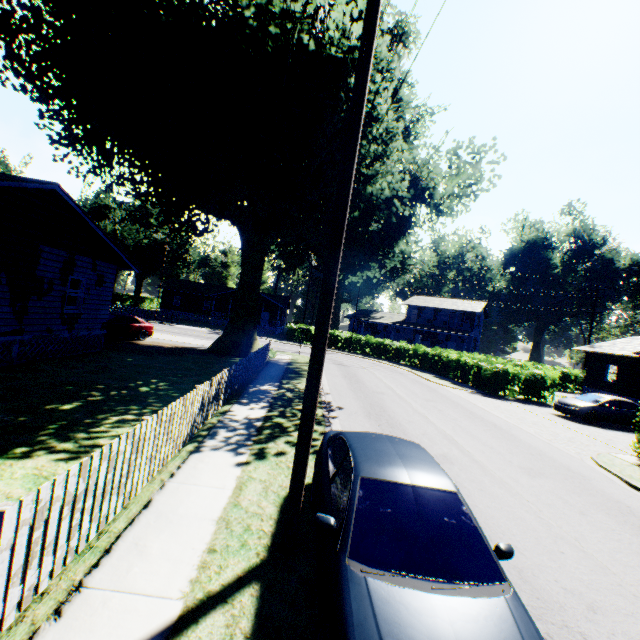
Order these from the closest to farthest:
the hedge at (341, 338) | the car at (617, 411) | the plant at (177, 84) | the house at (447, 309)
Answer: the plant at (177, 84) < the car at (617, 411) < the hedge at (341, 338) < the house at (447, 309)

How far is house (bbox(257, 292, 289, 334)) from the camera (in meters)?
49.16

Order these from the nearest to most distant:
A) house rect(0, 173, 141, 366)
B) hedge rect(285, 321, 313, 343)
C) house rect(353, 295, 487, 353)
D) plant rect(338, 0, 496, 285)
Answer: house rect(0, 173, 141, 366) → plant rect(338, 0, 496, 285) → hedge rect(285, 321, 313, 343) → house rect(353, 295, 487, 353)

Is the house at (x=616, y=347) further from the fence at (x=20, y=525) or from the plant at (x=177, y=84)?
the fence at (x=20, y=525)

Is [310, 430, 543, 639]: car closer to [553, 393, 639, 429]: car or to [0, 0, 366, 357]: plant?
[0, 0, 366, 357]: plant

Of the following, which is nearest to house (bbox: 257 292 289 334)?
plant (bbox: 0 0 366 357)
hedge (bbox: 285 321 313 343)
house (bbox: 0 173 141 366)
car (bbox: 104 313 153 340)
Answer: hedge (bbox: 285 321 313 343)

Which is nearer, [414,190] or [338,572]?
[338,572]

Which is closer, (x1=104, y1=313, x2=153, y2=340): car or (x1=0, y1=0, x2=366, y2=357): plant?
(x1=0, y1=0, x2=366, y2=357): plant
